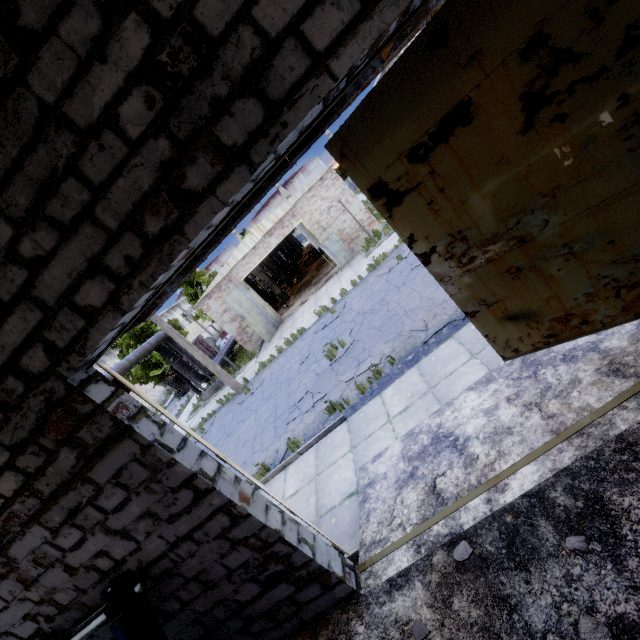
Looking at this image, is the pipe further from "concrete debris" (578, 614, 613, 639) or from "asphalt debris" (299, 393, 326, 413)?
"concrete debris" (578, 614, 613, 639)

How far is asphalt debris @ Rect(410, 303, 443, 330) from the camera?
7.8m

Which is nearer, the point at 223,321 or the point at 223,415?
the point at 223,415

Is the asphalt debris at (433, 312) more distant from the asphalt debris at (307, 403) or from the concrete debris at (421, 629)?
the concrete debris at (421, 629)

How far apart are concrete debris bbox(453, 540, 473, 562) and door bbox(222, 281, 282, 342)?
17.48m

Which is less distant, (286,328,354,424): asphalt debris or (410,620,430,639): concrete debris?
(410,620,430,639): concrete debris

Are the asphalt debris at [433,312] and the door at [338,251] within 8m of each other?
no

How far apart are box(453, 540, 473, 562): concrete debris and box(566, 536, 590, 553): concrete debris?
0.9m
